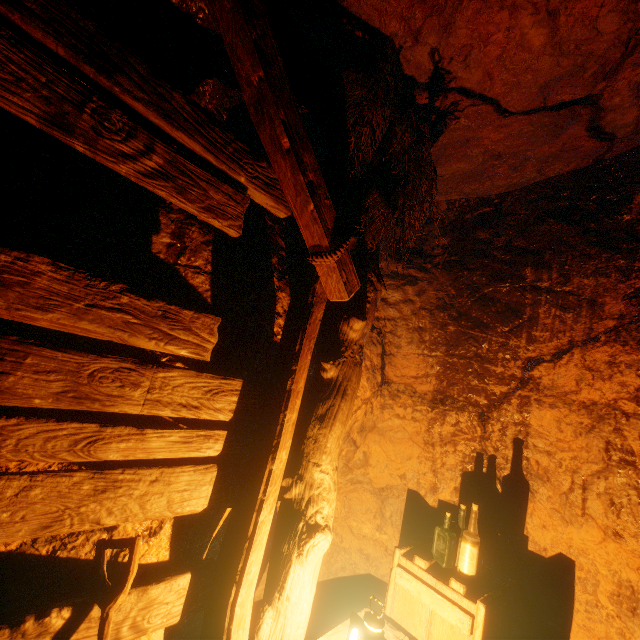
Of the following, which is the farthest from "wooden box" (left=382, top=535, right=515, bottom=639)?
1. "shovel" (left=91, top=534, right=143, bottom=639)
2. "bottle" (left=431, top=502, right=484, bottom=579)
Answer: "shovel" (left=91, top=534, right=143, bottom=639)

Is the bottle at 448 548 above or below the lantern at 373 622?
above

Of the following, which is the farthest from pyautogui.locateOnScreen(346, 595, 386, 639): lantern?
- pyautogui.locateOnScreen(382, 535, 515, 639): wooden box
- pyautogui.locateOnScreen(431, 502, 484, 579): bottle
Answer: pyautogui.locateOnScreen(431, 502, 484, 579): bottle

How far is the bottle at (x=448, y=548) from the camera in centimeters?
222cm

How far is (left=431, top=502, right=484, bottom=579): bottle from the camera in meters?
2.2 m

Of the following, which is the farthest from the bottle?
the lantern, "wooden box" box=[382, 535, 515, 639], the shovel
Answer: the shovel

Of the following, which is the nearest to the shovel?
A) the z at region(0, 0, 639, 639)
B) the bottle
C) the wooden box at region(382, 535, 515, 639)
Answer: the z at region(0, 0, 639, 639)

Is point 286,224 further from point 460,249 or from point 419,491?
point 419,491
